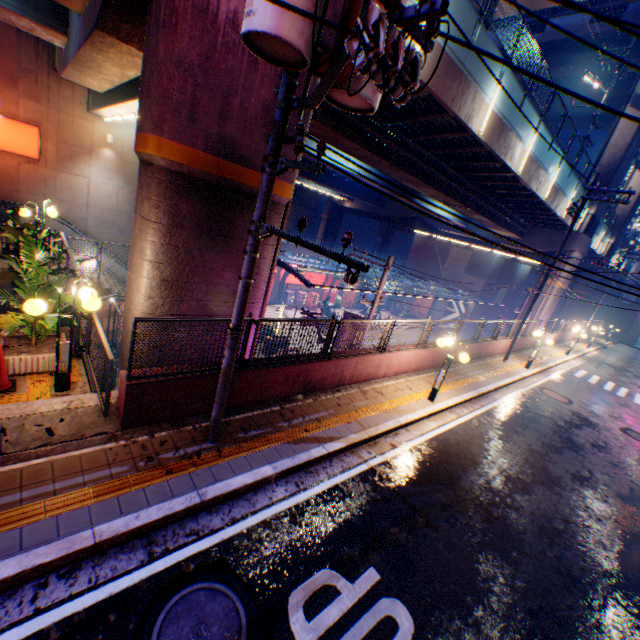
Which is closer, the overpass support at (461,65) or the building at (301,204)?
the overpass support at (461,65)

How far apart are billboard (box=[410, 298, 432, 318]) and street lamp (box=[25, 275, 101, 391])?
44.1 meters

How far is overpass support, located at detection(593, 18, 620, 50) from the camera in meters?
24.7 m

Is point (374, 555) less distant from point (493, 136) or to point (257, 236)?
point (257, 236)

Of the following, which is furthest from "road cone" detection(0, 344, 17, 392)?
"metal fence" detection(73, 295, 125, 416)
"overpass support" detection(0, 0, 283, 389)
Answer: "overpass support" detection(0, 0, 283, 389)

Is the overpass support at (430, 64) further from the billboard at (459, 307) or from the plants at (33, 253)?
the billboard at (459, 307)

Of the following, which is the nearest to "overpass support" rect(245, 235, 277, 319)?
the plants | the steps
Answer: the plants

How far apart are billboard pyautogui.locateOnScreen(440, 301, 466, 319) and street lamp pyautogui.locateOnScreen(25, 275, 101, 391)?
42.8m
